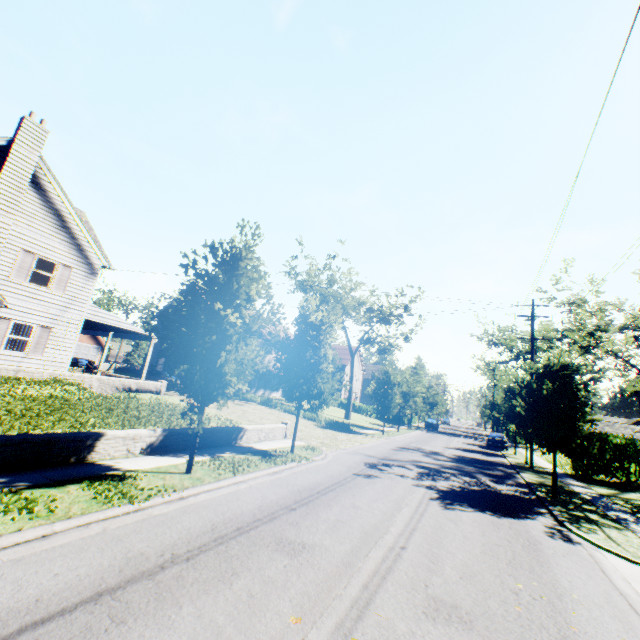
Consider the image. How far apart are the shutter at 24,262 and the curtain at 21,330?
1.9m

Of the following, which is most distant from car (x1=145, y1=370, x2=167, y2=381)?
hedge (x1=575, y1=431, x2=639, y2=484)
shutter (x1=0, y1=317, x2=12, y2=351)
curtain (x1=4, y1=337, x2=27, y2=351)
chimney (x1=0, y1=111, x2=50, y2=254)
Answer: hedge (x1=575, y1=431, x2=639, y2=484)

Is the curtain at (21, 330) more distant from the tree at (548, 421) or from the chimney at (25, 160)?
the tree at (548, 421)

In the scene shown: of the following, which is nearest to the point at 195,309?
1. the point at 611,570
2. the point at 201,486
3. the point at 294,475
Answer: the point at 201,486

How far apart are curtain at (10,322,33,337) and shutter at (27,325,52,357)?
0.4m

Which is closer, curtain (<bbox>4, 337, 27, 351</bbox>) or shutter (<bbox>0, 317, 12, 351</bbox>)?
shutter (<bbox>0, 317, 12, 351</bbox>)

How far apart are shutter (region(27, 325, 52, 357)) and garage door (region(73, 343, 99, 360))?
25.3 meters

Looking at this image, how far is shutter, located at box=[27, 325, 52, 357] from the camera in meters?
16.6
